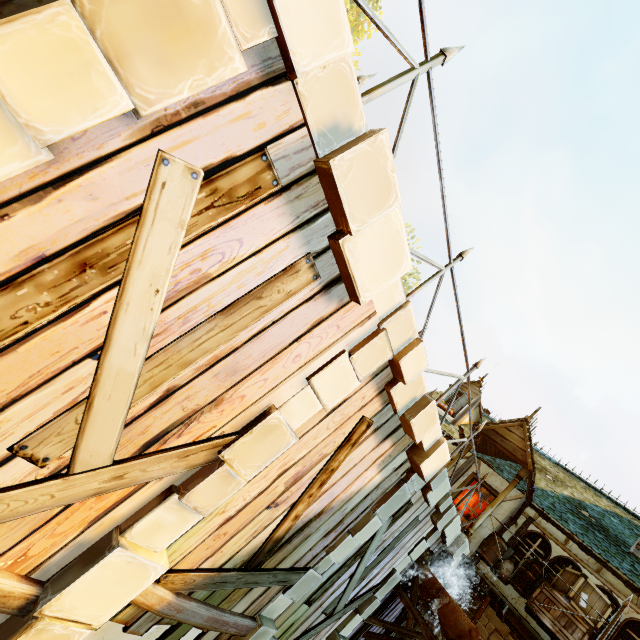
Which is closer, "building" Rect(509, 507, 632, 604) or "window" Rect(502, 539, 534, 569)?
"building" Rect(509, 507, 632, 604)

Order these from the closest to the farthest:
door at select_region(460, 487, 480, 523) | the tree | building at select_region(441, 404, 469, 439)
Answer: door at select_region(460, 487, 480, 523) → building at select_region(441, 404, 469, 439) → the tree

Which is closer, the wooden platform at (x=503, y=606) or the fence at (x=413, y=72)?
the fence at (x=413, y=72)

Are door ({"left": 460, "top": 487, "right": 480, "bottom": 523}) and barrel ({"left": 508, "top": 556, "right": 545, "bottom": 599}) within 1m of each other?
no

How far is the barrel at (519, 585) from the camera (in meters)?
8.63

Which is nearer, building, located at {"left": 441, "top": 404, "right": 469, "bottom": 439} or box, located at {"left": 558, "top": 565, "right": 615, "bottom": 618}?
box, located at {"left": 558, "top": 565, "right": 615, "bottom": 618}

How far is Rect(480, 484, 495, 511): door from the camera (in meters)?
10.94

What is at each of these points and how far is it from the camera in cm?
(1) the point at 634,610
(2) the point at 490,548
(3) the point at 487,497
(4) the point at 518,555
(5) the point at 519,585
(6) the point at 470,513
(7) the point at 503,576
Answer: (1) building, 813
(2) barrel, 934
(3) door, 1109
(4) window, 964
(5) barrel, 866
(6) door, 1093
(7) bag, 912
